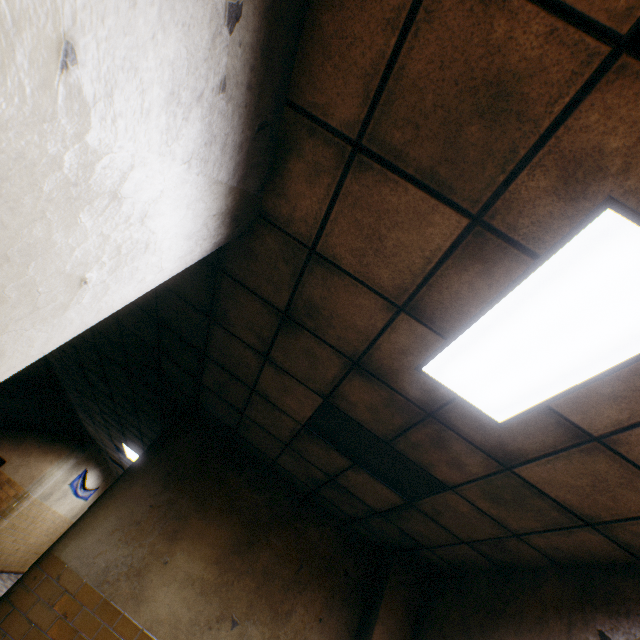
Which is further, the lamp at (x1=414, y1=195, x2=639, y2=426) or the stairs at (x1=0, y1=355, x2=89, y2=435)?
the stairs at (x1=0, y1=355, x2=89, y2=435)

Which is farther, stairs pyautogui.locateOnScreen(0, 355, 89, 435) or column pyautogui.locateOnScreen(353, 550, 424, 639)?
stairs pyautogui.locateOnScreen(0, 355, 89, 435)

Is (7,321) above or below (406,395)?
below

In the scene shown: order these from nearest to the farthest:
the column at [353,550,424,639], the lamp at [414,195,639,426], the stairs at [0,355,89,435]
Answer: the lamp at [414,195,639,426] < the column at [353,550,424,639] < the stairs at [0,355,89,435]

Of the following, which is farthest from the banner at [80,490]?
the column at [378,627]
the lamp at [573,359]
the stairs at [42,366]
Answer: the lamp at [573,359]

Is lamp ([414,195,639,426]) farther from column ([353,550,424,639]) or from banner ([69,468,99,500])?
banner ([69,468,99,500])

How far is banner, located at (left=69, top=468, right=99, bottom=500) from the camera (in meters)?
11.45

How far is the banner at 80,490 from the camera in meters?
11.4
